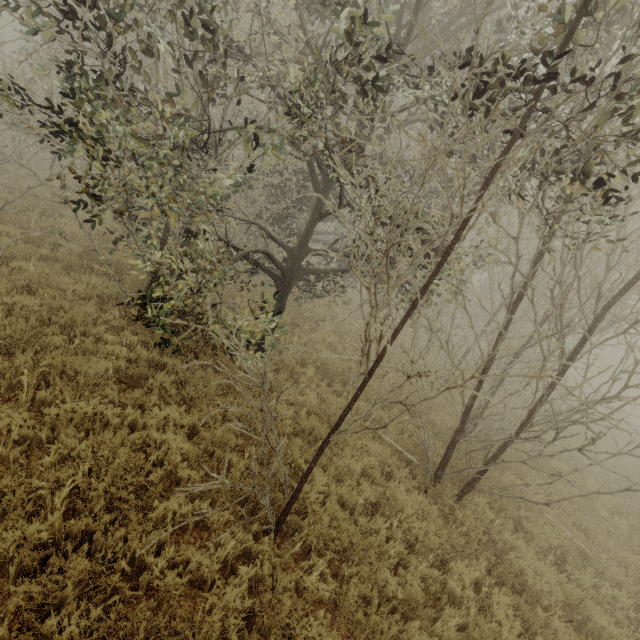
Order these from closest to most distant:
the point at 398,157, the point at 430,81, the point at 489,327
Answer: the point at 430,81
the point at 489,327
the point at 398,157

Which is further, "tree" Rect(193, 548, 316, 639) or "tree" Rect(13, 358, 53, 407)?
"tree" Rect(13, 358, 53, 407)

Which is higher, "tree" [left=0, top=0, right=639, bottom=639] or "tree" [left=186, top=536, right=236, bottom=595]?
"tree" [left=0, top=0, right=639, bottom=639]

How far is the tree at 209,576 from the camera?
3.49m

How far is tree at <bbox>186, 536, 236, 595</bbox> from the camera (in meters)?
3.49

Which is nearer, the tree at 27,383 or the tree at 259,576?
the tree at 259,576
